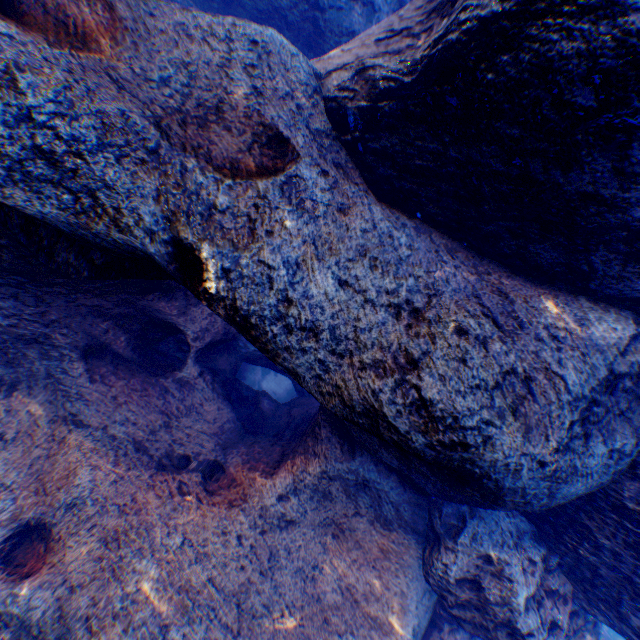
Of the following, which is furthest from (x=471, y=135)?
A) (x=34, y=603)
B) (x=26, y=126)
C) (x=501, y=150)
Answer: (x=34, y=603)
